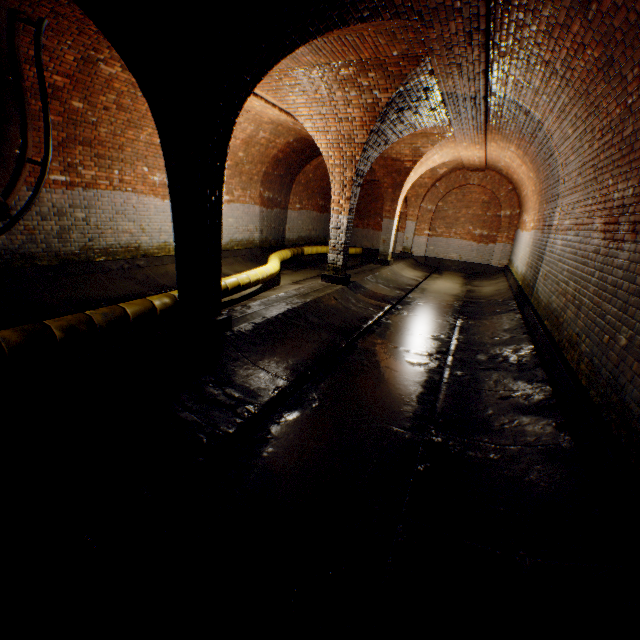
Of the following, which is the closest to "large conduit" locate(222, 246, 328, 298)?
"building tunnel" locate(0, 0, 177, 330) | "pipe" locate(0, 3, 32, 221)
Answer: "building tunnel" locate(0, 0, 177, 330)

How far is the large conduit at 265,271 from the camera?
7.1 meters

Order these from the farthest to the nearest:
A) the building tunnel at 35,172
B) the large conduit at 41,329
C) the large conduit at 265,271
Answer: the large conduit at 265,271 → the building tunnel at 35,172 → the large conduit at 41,329

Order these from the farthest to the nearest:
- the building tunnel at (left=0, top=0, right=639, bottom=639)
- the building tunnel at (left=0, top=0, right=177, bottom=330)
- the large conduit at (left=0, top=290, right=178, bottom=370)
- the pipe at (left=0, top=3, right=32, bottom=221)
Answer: the building tunnel at (left=0, top=0, right=177, bottom=330) < the pipe at (left=0, top=3, right=32, bottom=221) < the large conduit at (left=0, top=290, right=178, bottom=370) < the building tunnel at (left=0, top=0, right=639, bottom=639)

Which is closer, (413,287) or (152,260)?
(152,260)

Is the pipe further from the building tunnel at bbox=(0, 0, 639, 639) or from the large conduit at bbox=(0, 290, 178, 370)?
the large conduit at bbox=(0, 290, 178, 370)

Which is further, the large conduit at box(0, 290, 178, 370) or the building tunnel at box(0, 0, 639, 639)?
the large conduit at box(0, 290, 178, 370)
